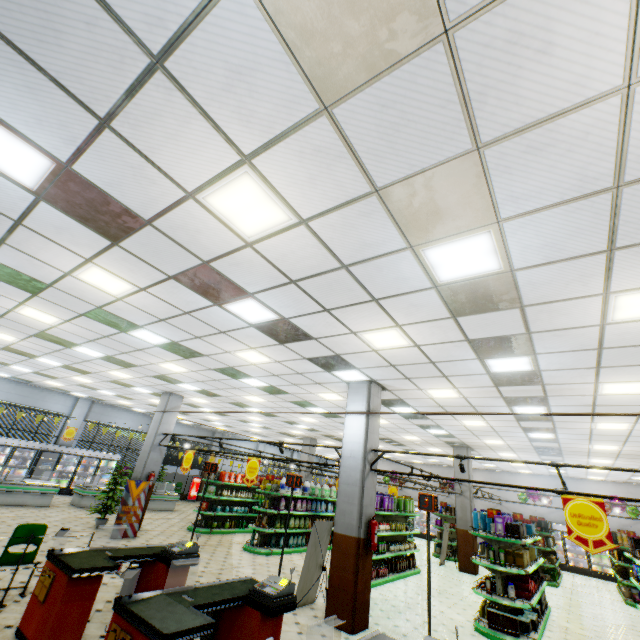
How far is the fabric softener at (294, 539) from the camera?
12.1m

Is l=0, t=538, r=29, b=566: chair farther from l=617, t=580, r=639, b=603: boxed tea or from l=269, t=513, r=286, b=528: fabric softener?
l=617, t=580, r=639, b=603: boxed tea

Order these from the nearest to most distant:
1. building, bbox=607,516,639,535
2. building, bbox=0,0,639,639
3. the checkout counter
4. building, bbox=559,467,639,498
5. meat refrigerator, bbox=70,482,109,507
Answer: building, bbox=0,0,639,639 → the checkout counter → meat refrigerator, bbox=70,482,109,507 → building, bbox=559,467,639,498 → building, bbox=607,516,639,535

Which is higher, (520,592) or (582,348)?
(582,348)

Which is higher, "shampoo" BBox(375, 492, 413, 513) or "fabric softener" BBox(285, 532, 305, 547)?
"shampoo" BBox(375, 492, 413, 513)

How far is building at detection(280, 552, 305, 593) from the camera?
9.0 meters

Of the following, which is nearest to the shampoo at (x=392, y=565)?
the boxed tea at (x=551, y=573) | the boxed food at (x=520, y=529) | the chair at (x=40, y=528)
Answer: the boxed food at (x=520, y=529)

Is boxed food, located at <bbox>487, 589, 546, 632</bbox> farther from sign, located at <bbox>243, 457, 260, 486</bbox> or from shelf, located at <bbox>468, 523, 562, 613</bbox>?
sign, located at <bbox>243, 457, 260, 486</bbox>
